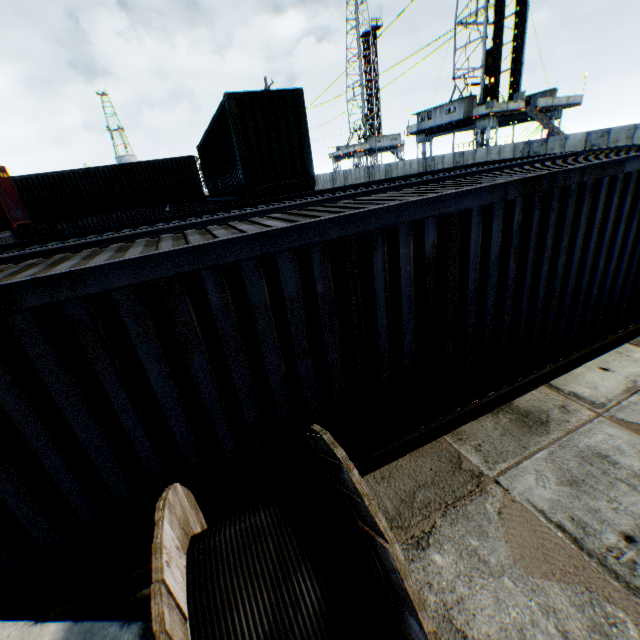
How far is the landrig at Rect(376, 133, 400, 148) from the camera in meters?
58.3

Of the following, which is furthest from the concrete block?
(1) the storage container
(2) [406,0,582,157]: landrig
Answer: (2) [406,0,582,157]: landrig

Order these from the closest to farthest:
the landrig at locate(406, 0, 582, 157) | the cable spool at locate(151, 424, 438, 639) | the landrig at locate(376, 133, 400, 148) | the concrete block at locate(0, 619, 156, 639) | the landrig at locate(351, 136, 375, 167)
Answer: the cable spool at locate(151, 424, 438, 639)
the concrete block at locate(0, 619, 156, 639)
the landrig at locate(406, 0, 582, 157)
the landrig at locate(351, 136, 375, 167)
the landrig at locate(376, 133, 400, 148)

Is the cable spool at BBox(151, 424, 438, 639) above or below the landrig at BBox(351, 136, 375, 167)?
below

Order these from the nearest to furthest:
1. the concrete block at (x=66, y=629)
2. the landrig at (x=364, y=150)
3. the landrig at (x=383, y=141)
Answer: the concrete block at (x=66, y=629)
the landrig at (x=364, y=150)
the landrig at (x=383, y=141)

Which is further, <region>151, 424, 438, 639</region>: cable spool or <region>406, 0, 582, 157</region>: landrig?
<region>406, 0, 582, 157</region>: landrig

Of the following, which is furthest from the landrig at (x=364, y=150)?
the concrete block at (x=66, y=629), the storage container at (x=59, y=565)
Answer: the concrete block at (x=66, y=629)

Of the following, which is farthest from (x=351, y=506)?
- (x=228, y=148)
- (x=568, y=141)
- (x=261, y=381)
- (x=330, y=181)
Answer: (x=330, y=181)
